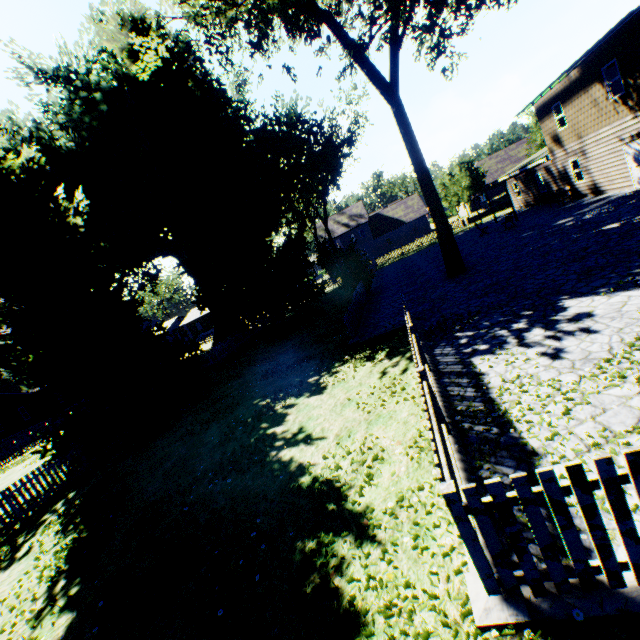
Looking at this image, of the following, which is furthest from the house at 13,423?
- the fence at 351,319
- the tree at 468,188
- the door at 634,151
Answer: the door at 634,151

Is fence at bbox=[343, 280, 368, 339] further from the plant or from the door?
the door

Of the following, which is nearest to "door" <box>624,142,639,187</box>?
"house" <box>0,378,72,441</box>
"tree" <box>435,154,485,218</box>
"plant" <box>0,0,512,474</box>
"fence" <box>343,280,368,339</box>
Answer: "fence" <box>343,280,368,339</box>

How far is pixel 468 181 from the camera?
37.8 meters

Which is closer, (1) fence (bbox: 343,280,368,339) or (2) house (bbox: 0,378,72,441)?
(1) fence (bbox: 343,280,368,339)

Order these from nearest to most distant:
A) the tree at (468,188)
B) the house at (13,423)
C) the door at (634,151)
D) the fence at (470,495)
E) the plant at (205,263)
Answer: the fence at (470,495) → the plant at (205,263) → the door at (634,151) → the house at (13,423) → the tree at (468,188)

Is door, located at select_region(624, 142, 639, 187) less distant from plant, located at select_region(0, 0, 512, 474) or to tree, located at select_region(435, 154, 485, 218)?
plant, located at select_region(0, 0, 512, 474)

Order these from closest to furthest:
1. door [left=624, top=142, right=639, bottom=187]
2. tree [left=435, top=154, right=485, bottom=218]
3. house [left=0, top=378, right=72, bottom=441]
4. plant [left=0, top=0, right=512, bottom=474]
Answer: plant [left=0, top=0, right=512, bottom=474]
door [left=624, top=142, right=639, bottom=187]
house [left=0, top=378, right=72, bottom=441]
tree [left=435, top=154, right=485, bottom=218]
